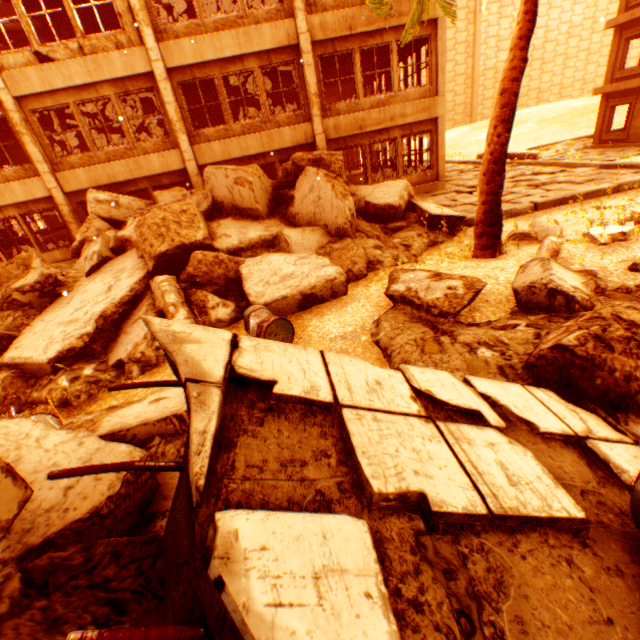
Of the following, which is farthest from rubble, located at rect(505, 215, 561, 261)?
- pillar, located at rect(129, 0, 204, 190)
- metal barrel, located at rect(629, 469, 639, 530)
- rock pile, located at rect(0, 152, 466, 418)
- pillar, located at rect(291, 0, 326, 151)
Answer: pillar, located at rect(129, 0, 204, 190)

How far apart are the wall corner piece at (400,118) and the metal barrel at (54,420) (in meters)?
12.12

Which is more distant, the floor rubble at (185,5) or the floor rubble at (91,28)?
the floor rubble at (185,5)

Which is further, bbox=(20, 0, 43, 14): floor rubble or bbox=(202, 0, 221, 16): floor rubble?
bbox=(202, 0, 221, 16): floor rubble

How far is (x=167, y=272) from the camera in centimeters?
752cm

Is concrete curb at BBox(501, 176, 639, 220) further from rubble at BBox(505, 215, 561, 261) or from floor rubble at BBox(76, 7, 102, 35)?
floor rubble at BBox(76, 7, 102, 35)

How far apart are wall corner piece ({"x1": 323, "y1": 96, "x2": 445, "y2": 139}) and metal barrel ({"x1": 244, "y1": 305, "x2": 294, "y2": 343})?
9.78m

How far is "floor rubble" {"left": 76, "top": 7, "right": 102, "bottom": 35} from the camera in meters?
12.4
